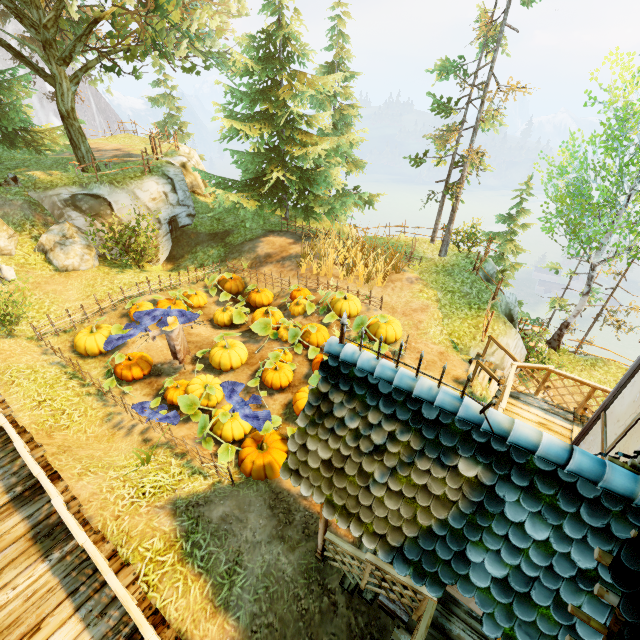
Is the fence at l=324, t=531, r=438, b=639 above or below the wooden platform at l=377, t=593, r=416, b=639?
above

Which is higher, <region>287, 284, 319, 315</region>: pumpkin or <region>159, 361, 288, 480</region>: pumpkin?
<region>287, 284, 319, 315</region>: pumpkin

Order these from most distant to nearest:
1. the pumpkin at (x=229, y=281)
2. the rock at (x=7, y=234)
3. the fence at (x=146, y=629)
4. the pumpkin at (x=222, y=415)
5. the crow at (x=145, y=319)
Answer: the pumpkin at (x=229, y=281)
the rock at (x=7, y=234)
the crow at (x=145, y=319)
the pumpkin at (x=222, y=415)
the fence at (x=146, y=629)

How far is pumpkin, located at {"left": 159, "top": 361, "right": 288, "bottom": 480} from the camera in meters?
7.4 m

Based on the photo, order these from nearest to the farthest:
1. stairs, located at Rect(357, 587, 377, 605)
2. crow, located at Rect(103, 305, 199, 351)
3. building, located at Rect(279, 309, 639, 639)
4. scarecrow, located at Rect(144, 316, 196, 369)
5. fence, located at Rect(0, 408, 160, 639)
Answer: building, located at Rect(279, 309, 639, 639), fence, located at Rect(0, 408, 160, 639), stairs, located at Rect(357, 587, 377, 605), crow, located at Rect(103, 305, 199, 351), scarecrow, located at Rect(144, 316, 196, 369)

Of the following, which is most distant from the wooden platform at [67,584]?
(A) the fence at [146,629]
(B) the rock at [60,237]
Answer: (B) the rock at [60,237]

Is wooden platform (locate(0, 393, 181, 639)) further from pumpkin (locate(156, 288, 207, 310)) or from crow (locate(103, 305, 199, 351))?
pumpkin (locate(156, 288, 207, 310))

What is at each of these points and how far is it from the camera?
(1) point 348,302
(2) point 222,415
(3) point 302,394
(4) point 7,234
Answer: (1) pumpkin, 11.85m
(2) pumpkin, 7.93m
(3) pumpkin, 8.70m
(4) rock, 12.05m
